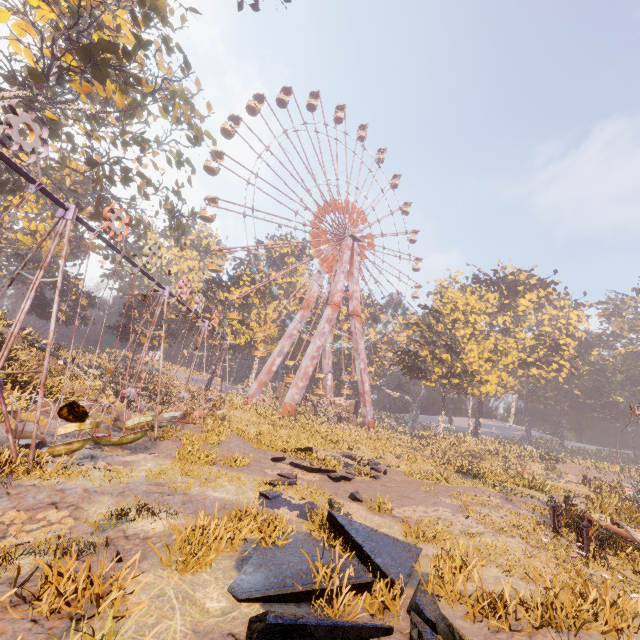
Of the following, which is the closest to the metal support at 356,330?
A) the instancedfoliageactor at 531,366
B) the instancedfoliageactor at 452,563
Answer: the instancedfoliageactor at 531,366

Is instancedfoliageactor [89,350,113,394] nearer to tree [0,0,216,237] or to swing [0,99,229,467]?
tree [0,0,216,237]

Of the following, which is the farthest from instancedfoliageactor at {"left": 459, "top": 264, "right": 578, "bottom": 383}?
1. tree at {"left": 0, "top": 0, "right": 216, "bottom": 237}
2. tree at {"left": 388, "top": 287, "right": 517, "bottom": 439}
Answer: tree at {"left": 0, "top": 0, "right": 216, "bottom": 237}

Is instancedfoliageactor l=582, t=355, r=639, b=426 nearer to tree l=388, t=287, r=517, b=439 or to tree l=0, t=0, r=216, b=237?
tree l=388, t=287, r=517, b=439

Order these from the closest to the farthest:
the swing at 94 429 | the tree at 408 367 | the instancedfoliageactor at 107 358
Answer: the swing at 94 429
the instancedfoliageactor at 107 358
the tree at 408 367

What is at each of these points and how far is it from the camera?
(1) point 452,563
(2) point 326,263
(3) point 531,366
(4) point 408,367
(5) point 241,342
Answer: (1) instancedfoliageactor, 5.78m
(2) ferris wheel, 45.12m
(3) instancedfoliageactor, 50.47m
(4) tree, 38.91m
(5) instancedfoliageactor, 46.22m

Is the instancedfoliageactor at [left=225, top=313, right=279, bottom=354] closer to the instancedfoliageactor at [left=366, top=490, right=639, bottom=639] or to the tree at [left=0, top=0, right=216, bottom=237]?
the tree at [left=0, top=0, right=216, bottom=237]

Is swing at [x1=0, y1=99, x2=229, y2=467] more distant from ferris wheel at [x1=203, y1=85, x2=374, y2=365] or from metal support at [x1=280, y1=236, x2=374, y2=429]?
ferris wheel at [x1=203, y1=85, x2=374, y2=365]
